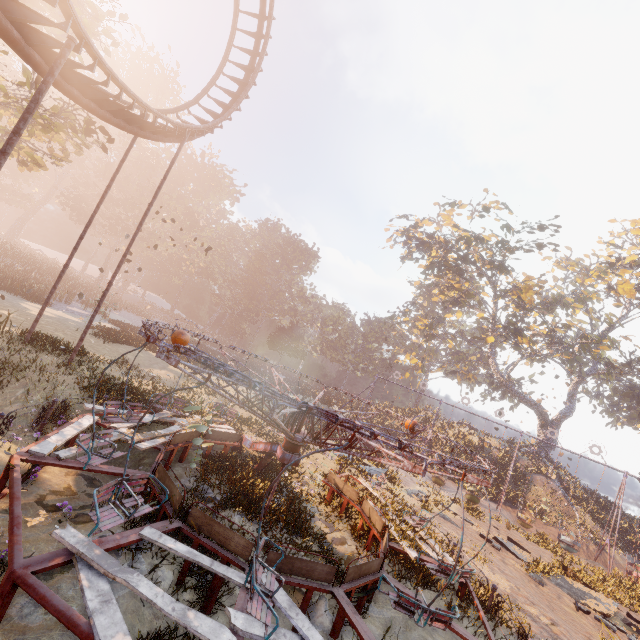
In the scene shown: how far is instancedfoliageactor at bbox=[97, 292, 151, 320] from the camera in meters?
23.0 m

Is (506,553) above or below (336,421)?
below

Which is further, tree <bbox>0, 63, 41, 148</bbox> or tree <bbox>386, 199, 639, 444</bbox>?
tree <bbox>386, 199, 639, 444</bbox>

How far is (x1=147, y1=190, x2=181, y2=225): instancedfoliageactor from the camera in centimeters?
5453cm

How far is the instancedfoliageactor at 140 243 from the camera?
53.1 meters

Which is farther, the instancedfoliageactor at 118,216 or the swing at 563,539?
the instancedfoliageactor at 118,216

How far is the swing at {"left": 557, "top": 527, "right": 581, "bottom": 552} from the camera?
20.6 meters
